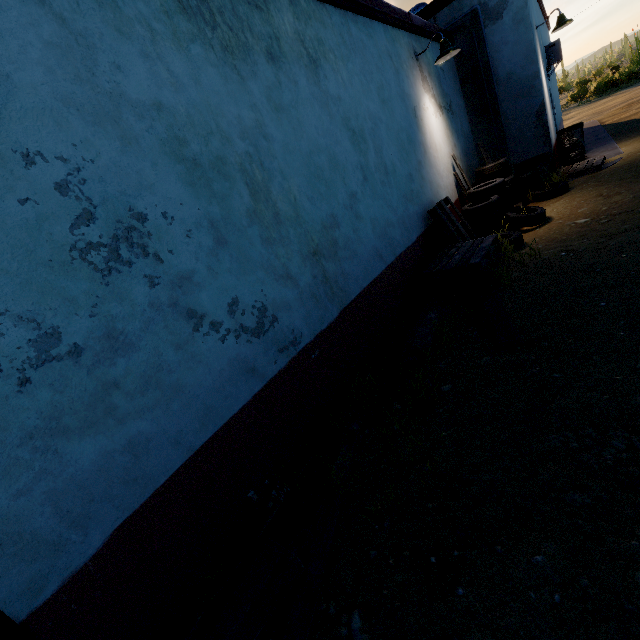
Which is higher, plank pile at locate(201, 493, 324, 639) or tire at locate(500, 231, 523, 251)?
tire at locate(500, 231, 523, 251)

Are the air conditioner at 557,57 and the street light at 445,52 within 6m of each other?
no

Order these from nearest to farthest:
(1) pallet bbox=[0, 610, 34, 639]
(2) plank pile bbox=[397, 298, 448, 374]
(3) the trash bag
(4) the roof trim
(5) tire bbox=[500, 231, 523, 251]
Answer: (1) pallet bbox=[0, 610, 34, 639] → (2) plank pile bbox=[397, 298, 448, 374] → (4) the roof trim → (5) tire bbox=[500, 231, 523, 251] → (3) the trash bag

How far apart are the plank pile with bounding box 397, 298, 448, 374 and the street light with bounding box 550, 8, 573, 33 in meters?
8.5 m

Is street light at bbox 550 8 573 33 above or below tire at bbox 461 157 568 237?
above

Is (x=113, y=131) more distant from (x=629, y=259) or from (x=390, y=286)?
(x=629, y=259)

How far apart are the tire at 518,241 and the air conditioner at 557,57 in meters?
8.4 m

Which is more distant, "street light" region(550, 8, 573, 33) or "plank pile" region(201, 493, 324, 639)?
"street light" region(550, 8, 573, 33)
